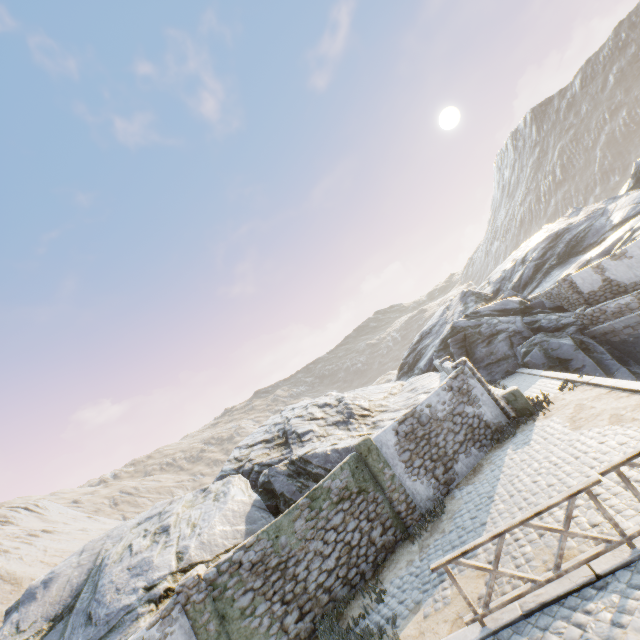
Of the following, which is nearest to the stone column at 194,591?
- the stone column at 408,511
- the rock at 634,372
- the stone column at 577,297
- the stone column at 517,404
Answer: the rock at 634,372

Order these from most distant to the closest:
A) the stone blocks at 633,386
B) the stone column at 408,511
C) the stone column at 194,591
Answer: the stone column at 408,511 < the stone blocks at 633,386 < the stone column at 194,591

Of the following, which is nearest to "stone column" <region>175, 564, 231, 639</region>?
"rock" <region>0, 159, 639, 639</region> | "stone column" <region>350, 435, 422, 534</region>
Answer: "rock" <region>0, 159, 639, 639</region>

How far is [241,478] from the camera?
14.64m

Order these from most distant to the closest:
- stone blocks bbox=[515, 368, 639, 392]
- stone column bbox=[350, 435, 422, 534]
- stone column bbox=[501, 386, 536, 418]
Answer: stone column bbox=[501, 386, 536, 418]
stone column bbox=[350, 435, 422, 534]
stone blocks bbox=[515, 368, 639, 392]

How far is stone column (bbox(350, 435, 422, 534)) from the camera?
10.53m

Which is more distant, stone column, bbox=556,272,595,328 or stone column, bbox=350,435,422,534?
stone column, bbox=556,272,595,328

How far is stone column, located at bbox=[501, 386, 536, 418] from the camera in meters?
12.8 m
